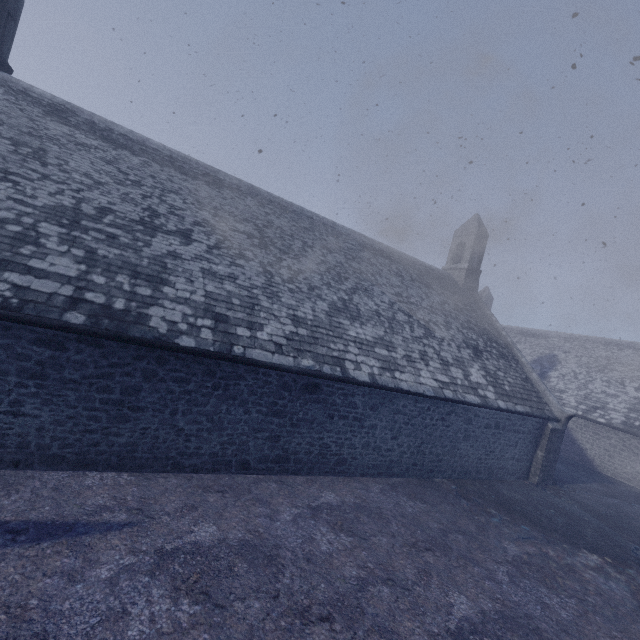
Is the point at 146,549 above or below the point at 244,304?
below
